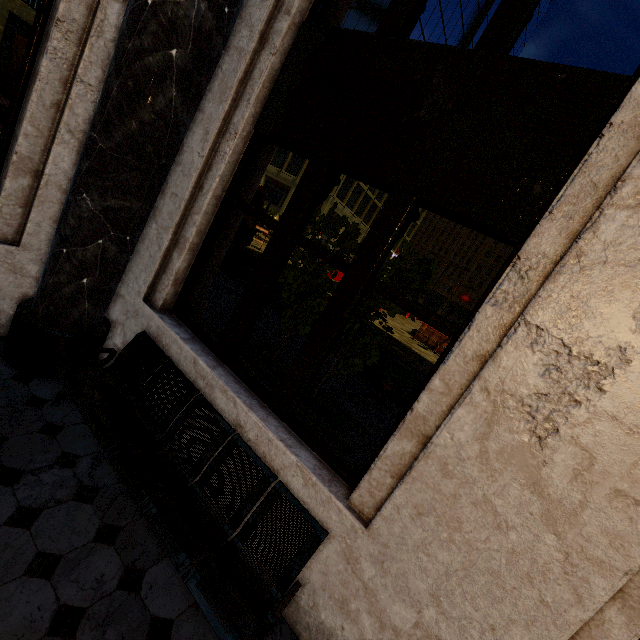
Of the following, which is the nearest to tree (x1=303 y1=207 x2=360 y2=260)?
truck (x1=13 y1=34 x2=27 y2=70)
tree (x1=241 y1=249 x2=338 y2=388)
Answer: tree (x1=241 y1=249 x2=338 y2=388)

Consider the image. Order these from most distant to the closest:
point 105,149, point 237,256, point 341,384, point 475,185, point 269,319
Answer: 1. point 237,256
2. point 269,319
3. point 341,384
4. point 105,149
5. point 475,185

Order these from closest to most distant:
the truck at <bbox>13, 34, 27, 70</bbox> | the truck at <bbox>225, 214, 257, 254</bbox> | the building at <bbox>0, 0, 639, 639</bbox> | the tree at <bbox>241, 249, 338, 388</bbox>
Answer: the building at <bbox>0, 0, 639, 639</bbox>, the tree at <bbox>241, 249, 338, 388</bbox>, the truck at <bbox>13, 34, 27, 70</bbox>, the truck at <bbox>225, 214, 257, 254</bbox>

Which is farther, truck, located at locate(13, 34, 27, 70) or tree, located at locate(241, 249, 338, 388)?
truck, located at locate(13, 34, 27, 70)

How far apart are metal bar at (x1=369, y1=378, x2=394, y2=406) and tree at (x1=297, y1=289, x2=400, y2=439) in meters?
1.6 m

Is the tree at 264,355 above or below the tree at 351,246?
below

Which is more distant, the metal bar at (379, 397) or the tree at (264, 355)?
the metal bar at (379, 397)
